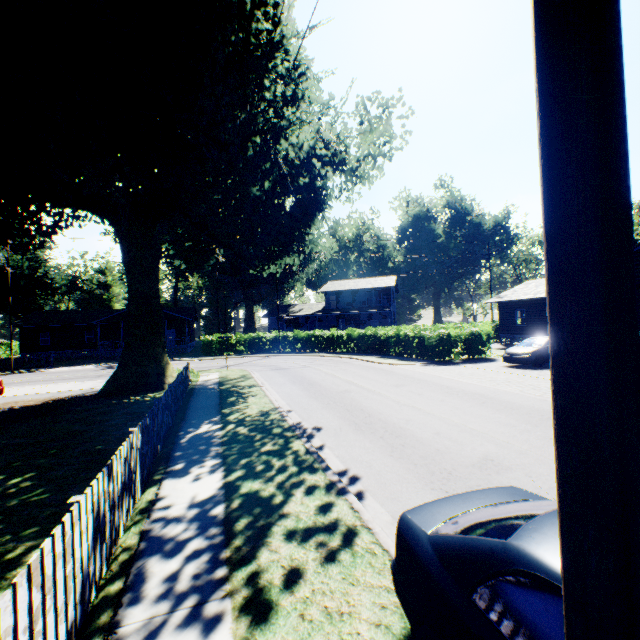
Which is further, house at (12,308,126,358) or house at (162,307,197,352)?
house at (162,307,197,352)

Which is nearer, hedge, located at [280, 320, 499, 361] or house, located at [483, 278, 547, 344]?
hedge, located at [280, 320, 499, 361]

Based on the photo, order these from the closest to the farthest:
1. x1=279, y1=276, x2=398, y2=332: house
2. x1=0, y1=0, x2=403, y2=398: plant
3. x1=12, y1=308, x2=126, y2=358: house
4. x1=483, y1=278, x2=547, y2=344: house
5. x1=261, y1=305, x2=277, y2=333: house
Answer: x1=0, y1=0, x2=403, y2=398: plant < x1=483, y1=278, x2=547, y2=344: house < x1=12, y1=308, x2=126, y2=358: house < x1=279, y1=276, x2=398, y2=332: house < x1=261, y1=305, x2=277, y2=333: house

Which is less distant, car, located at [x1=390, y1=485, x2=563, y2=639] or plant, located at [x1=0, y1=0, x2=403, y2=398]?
car, located at [x1=390, y1=485, x2=563, y2=639]

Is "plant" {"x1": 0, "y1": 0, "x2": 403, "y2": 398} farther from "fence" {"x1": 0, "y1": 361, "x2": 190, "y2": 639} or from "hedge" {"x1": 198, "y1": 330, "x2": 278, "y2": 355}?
"hedge" {"x1": 198, "y1": 330, "x2": 278, "y2": 355}

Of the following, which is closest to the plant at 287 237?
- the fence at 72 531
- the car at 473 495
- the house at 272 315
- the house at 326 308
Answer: the fence at 72 531

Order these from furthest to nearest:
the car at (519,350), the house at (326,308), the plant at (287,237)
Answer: the house at (326,308)
the car at (519,350)
the plant at (287,237)

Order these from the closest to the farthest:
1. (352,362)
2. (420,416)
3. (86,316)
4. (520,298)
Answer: (420,416) → (352,362) → (520,298) → (86,316)
